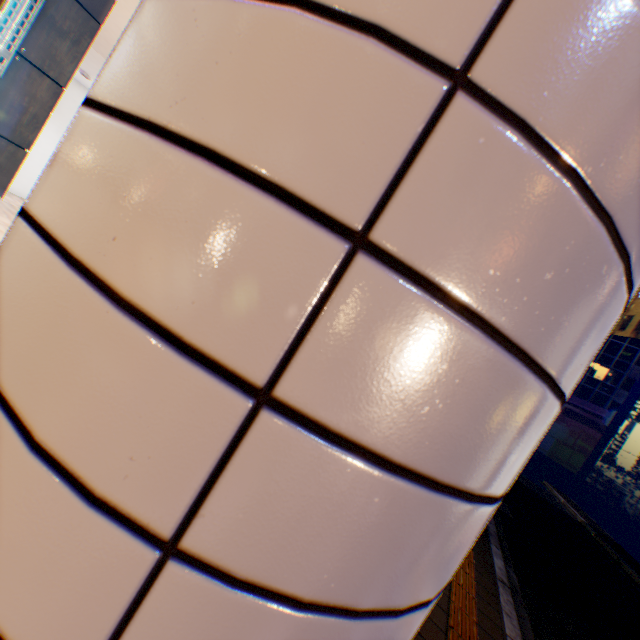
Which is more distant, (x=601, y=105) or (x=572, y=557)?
(x=572, y=557)

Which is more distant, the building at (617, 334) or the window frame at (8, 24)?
the building at (617, 334)

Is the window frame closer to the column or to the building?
the column

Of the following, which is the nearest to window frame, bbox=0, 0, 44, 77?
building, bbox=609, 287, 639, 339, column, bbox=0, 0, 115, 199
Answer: column, bbox=0, 0, 115, 199

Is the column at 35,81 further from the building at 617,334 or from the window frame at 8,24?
the building at 617,334

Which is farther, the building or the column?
the building
